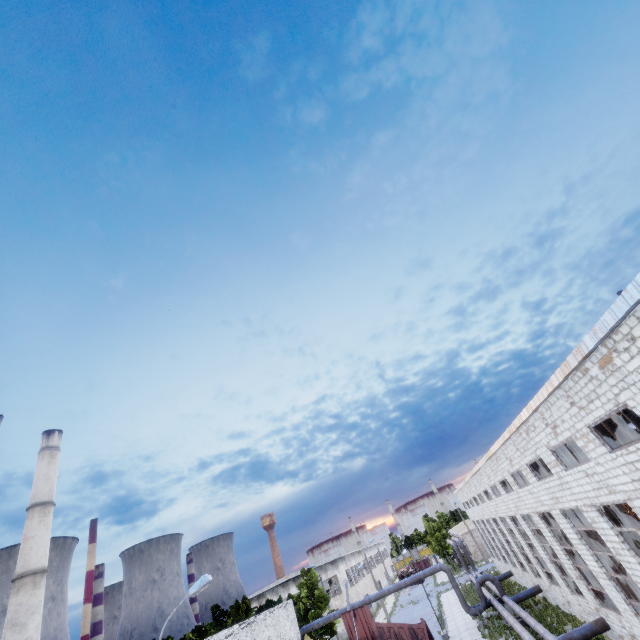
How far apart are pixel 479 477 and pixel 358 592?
39.6m

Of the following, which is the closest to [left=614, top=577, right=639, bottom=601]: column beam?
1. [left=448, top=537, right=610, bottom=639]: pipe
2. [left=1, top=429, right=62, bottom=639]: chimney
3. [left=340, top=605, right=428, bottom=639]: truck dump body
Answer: [left=448, top=537, right=610, bottom=639]: pipe

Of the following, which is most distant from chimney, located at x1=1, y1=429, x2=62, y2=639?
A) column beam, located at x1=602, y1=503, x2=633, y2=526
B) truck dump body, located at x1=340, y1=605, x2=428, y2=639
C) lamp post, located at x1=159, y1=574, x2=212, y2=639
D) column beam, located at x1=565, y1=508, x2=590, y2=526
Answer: column beam, located at x1=602, y1=503, x2=633, y2=526

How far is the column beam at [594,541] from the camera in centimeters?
1708cm

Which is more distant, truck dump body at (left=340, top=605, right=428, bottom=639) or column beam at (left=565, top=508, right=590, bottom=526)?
truck dump body at (left=340, top=605, right=428, bottom=639)

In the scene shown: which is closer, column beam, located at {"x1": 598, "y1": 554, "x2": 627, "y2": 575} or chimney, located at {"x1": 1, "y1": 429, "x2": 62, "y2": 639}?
column beam, located at {"x1": 598, "y1": 554, "x2": 627, "y2": 575}

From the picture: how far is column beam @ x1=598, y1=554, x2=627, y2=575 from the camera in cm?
1645
